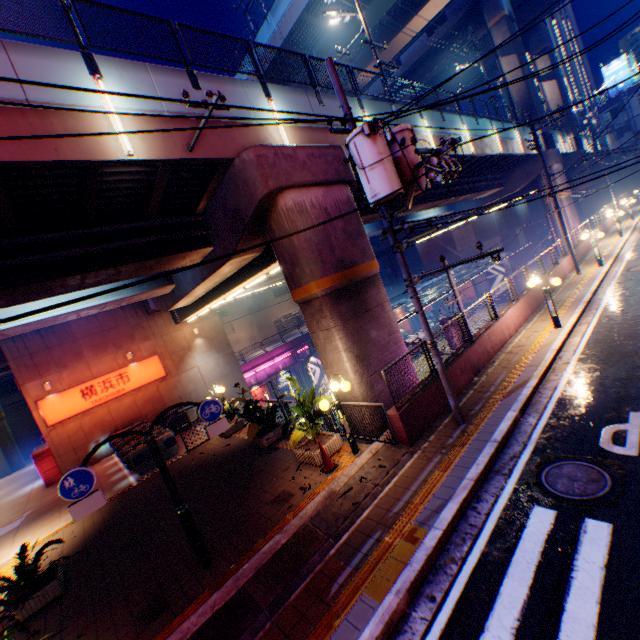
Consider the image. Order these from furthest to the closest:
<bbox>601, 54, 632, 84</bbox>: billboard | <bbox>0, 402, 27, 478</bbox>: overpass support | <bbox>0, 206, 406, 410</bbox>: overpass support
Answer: <bbox>601, 54, 632, 84</bbox>: billboard, <bbox>0, 402, 27, 478</bbox>: overpass support, <bbox>0, 206, 406, 410</bbox>: overpass support

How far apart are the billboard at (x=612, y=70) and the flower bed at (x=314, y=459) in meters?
68.4

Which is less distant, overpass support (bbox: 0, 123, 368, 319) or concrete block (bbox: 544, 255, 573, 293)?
overpass support (bbox: 0, 123, 368, 319)

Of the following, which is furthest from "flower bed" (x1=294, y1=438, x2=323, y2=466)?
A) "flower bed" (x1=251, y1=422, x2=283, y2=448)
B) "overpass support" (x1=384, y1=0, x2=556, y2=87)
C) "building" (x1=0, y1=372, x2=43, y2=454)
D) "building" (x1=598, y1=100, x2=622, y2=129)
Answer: "building" (x1=598, y1=100, x2=622, y2=129)

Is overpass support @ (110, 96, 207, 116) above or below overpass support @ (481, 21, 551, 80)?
below

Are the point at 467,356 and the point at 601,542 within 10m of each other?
yes

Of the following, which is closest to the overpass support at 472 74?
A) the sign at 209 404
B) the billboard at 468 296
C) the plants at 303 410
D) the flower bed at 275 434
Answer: the plants at 303 410
